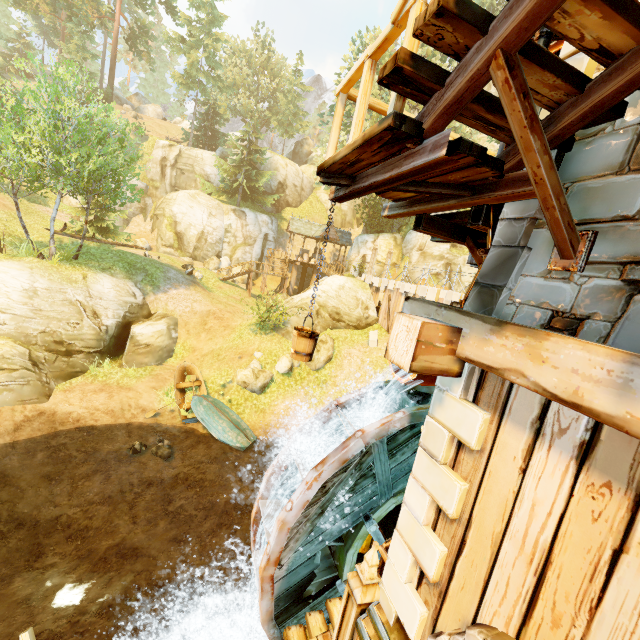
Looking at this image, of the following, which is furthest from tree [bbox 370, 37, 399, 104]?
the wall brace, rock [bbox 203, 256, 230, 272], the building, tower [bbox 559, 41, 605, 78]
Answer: the wall brace

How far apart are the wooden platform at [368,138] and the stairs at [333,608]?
6.2m

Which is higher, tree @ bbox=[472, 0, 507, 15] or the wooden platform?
tree @ bbox=[472, 0, 507, 15]

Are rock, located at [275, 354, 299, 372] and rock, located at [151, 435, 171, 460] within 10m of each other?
yes

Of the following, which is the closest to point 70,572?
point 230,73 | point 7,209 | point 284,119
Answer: point 7,209

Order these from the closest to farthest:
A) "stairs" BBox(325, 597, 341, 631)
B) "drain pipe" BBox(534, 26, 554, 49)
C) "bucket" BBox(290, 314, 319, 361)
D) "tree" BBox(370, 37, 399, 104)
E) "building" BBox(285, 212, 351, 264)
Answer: "drain pipe" BBox(534, 26, 554, 49) < "bucket" BBox(290, 314, 319, 361) < "stairs" BBox(325, 597, 341, 631) < "tree" BBox(370, 37, 399, 104) < "building" BBox(285, 212, 351, 264)

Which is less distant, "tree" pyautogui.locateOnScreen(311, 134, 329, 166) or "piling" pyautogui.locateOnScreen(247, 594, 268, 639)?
"piling" pyautogui.locateOnScreen(247, 594, 268, 639)

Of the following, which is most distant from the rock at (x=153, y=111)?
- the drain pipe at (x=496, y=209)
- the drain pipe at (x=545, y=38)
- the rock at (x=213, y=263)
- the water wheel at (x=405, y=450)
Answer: the drain pipe at (x=496, y=209)
